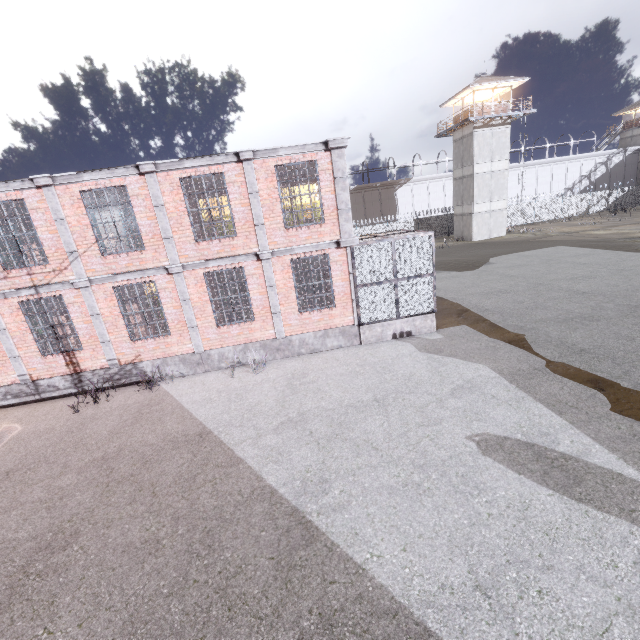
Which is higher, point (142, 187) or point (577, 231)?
point (142, 187)

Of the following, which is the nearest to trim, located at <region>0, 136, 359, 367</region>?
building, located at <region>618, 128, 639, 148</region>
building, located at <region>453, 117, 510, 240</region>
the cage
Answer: the cage

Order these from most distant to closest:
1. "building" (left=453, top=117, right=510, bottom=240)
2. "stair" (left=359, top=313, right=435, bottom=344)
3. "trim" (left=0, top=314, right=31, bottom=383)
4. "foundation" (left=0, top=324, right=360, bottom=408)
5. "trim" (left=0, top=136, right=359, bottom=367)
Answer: "building" (left=453, top=117, right=510, bottom=240), "stair" (left=359, top=313, right=435, bottom=344), "foundation" (left=0, top=324, right=360, bottom=408), "trim" (left=0, top=314, right=31, bottom=383), "trim" (left=0, top=136, right=359, bottom=367)

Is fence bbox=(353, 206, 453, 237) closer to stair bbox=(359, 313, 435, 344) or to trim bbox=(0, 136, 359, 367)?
trim bbox=(0, 136, 359, 367)

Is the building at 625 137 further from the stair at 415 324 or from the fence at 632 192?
the stair at 415 324

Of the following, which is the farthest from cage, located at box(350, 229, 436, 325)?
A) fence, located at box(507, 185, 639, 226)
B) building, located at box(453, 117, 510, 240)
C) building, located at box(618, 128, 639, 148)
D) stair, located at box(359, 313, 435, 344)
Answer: building, located at box(618, 128, 639, 148)

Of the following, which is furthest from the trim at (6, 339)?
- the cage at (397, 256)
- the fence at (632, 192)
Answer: the fence at (632, 192)
